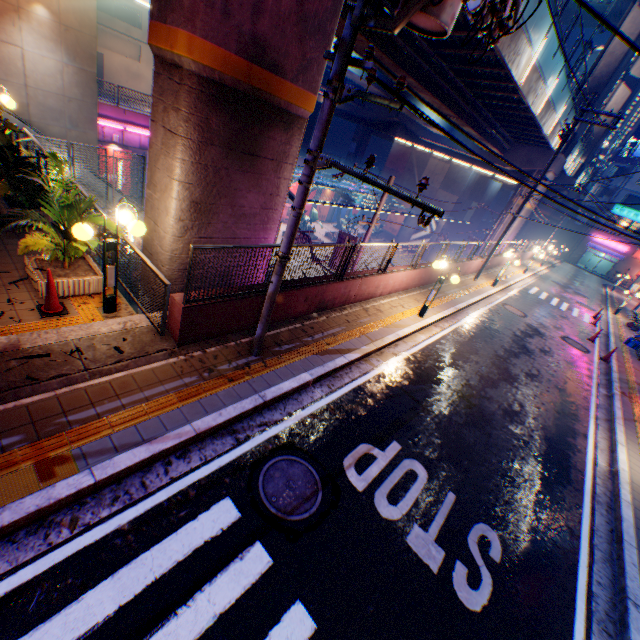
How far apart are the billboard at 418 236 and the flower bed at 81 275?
42.7 meters

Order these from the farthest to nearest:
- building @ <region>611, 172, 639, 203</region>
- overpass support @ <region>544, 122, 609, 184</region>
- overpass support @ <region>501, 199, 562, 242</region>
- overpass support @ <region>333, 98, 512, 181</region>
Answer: building @ <region>611, 172, 639, 203</region> → overpass support @ <region>333, 98, 512, 181</region> → overpass support @ <region>501, 199, 562, 242</region> → overpass support @ <region>544, 122, 609, 184</region>

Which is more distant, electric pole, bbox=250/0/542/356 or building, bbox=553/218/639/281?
building, bbox=553/218/639/281

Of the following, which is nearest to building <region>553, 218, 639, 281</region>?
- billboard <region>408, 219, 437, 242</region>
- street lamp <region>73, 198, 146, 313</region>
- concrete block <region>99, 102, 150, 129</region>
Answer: billboard <region>408, 219, 437, 242</region>

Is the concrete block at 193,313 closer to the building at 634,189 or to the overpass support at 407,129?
the building at 634,189

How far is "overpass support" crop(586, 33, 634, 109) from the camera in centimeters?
2353cm

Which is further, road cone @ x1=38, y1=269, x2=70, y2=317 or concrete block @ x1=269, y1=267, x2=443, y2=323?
concrete block @ x1=269, y1=267, x2=443, y2=323

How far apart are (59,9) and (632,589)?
27.7m
